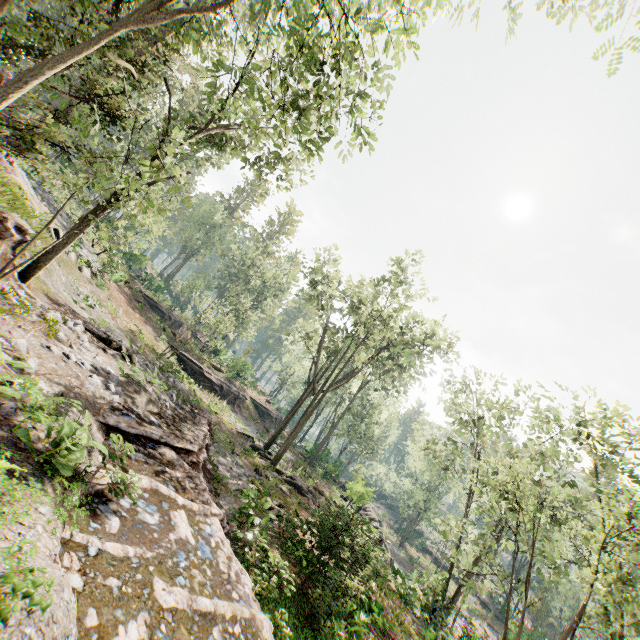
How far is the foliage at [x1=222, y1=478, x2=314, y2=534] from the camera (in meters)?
9.20

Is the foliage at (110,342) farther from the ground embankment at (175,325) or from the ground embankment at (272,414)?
the ground embankment at (175,325)

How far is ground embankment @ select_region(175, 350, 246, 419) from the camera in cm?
3125

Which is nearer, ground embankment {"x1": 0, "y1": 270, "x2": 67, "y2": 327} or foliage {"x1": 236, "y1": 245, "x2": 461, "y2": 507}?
ground embankment {"x1": 0, "y1": 270, "x2": 67, "y2": 327}

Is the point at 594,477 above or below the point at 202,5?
above

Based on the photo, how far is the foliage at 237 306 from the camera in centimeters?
2562cm

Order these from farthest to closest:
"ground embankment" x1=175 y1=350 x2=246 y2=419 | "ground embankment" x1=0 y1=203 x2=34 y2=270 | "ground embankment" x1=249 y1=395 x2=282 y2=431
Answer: "ground embankment" x1=249 y1=395 x2=282 y2=431, "ground embankment" x1=175 y1=350 x2=246 y2=419, "ground embankment" x1=0 y1=203 x2=34 y2=270

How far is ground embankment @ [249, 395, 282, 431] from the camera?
41.8 meters
